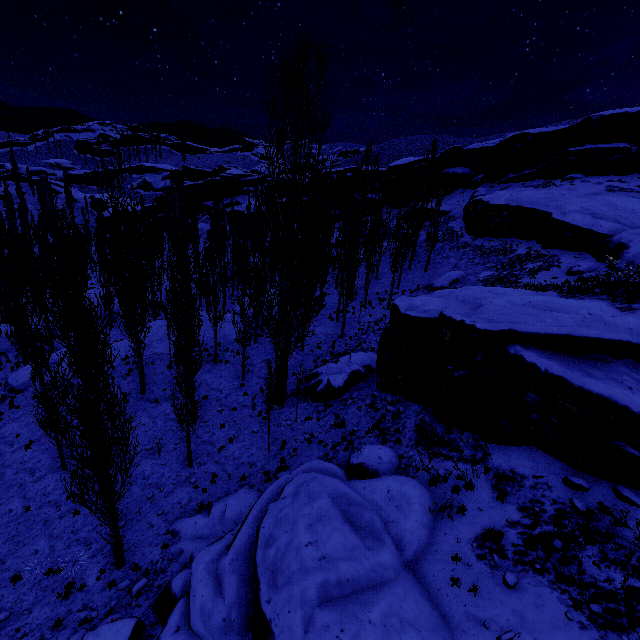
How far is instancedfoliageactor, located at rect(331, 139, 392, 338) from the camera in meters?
22.7 m

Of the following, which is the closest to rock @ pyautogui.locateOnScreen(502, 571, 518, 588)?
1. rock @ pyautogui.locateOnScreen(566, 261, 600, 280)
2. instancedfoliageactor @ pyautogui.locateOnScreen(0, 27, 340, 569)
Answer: instancedfoliageactor @ pyautogui.locateOnScreen(0, 27, 340, 569)

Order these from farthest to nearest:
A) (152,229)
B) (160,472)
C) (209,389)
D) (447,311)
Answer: (152,229), (209,389), (160,472), (447,311)

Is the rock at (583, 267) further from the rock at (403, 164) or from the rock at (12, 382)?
the rock at (12, 382)

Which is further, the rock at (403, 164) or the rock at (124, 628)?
the rock at (403, 164)

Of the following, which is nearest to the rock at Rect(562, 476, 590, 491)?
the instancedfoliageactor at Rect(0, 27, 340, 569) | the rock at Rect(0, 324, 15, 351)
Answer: the instancedfoliageactor at Rect(0, 27, 340, 569)

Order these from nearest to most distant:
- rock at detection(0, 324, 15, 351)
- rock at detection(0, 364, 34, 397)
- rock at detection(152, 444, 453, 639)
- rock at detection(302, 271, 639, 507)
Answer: rock at detection(152, 444, 453, 639)
rock at detection(302, 271, 639, 507)
rock at detection(0, 364, 34, 397)
rock at detection(0, 324, 15, 351)

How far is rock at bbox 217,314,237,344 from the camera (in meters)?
25.61
